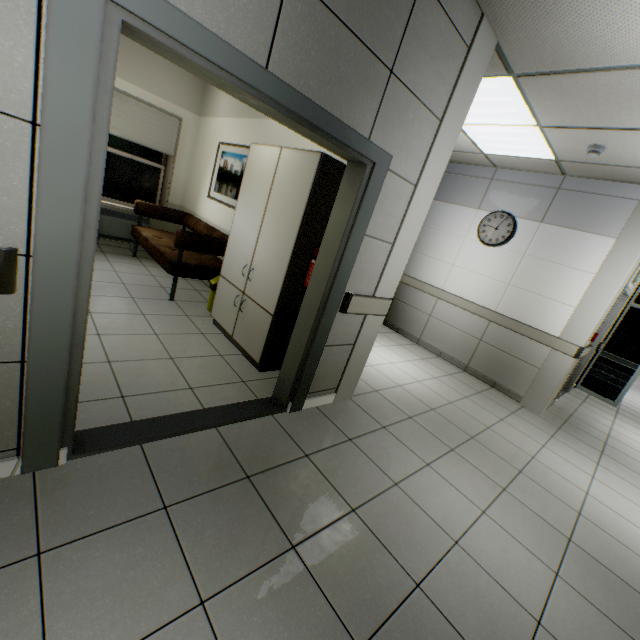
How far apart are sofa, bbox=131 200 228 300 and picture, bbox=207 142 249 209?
0.43m

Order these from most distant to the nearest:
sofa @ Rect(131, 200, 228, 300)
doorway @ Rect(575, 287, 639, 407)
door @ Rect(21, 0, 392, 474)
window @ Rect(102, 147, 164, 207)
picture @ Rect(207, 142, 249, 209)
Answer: doorway @ Rect(575, 287, 639, 407) < window @ Rect(102, 147, 164, 207) < picture @ Rect(207, 142, 249, 209) < sofa @ Rect(131, 200, 228, 300) < door @ Rect(21, 0, 392, 474)

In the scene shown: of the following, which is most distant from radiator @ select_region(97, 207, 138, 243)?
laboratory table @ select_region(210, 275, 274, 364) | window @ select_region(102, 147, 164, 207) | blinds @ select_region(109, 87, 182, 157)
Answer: laboratory table @ select_region(210, 275, 274, 364)

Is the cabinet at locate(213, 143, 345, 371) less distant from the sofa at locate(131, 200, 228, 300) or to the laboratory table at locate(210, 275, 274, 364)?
the laboratory table at locate(210, 275, 274, 364)

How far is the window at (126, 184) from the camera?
5.41m

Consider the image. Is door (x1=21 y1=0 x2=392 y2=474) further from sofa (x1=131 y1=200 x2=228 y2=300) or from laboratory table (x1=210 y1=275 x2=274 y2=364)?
sofa (x1=131 y1=200 x2=228 y2=300)

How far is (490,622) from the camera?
1.7m

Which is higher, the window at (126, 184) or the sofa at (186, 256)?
the window at (126, 184)
